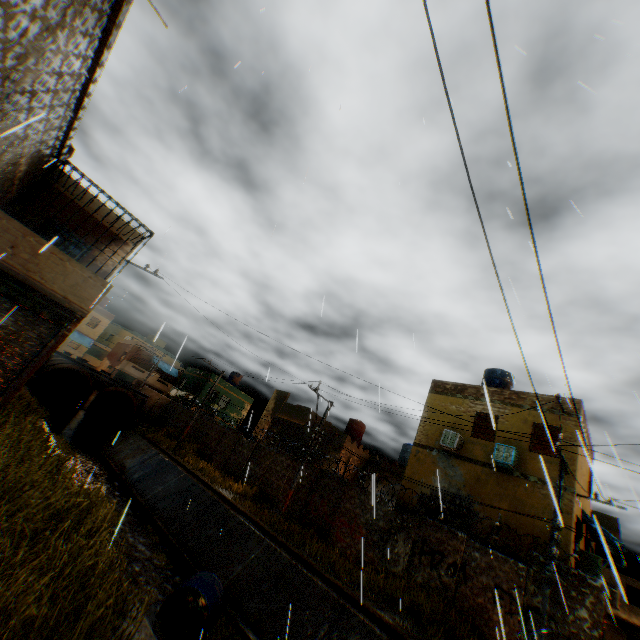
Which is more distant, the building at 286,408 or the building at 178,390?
the building at 178,390

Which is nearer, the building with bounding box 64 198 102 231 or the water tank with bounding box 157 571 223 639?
the water tank with bounding box 157 571 223 639

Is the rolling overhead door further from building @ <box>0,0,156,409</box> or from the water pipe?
the water pipe

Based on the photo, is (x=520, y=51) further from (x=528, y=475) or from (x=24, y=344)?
(x=528, y=475)

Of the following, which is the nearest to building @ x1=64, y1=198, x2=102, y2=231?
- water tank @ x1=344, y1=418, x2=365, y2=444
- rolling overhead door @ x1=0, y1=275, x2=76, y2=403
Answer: rolling overhead door @ x1=0, y1=275, x2=76, y2=403

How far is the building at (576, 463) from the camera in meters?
13.2 m

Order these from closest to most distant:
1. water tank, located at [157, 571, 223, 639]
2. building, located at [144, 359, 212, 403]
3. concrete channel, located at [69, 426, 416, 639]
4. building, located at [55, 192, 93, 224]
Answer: water tank, located at [157, 571, 223, 639] < concrete channel, located at [69, 426, 416, 639] < building, located at [55, 192, 93, 224] < building, located at [144, 359, 212, 403]

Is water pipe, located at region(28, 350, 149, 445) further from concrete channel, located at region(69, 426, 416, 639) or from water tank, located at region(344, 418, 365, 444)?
water tank, located at region(344, 418, 365, 444)
